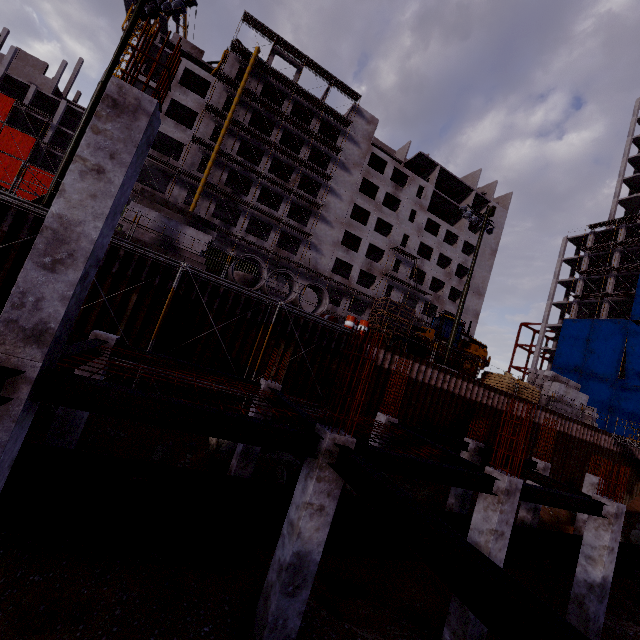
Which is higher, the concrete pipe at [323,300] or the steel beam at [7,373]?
the concrete pipe at [323,300]

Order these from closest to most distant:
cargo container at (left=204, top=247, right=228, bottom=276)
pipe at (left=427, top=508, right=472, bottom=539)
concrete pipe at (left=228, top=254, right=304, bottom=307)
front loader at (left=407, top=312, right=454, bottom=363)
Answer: pipe at (left=427, top=508, right=472, bottom=539) → concrete pipe at (left=228, top=254, right=304, bottom=307) → front loader at (left=407, top=312, right=454, bottom=363) → cargo container at (left=204, top=247, right=228, bottom=276)

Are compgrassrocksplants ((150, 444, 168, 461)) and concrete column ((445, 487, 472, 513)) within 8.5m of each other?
no

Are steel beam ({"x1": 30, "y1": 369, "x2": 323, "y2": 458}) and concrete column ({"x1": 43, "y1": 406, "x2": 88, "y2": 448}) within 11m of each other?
yes

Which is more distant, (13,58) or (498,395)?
(13,58)

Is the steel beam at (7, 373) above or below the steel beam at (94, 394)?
above

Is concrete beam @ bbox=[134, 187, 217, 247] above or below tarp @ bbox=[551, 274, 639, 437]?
below

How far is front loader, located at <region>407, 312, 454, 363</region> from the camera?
22.6m
